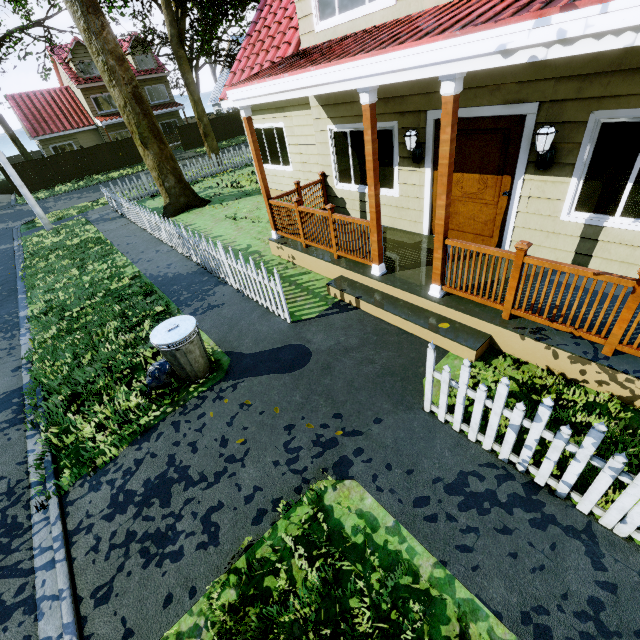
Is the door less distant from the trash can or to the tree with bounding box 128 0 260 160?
the trash can

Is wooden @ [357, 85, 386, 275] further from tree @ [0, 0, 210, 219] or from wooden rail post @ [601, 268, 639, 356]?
tree @ [0, 0, 210, 219]

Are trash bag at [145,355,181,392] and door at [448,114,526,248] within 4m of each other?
no

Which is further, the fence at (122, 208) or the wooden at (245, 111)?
the wooden at (245, 111)

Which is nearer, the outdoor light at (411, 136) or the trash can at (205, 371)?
the trash can at (205, 371)

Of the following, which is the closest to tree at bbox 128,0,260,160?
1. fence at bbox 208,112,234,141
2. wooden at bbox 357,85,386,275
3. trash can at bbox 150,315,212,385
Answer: fence at bbox 208,112,234,141

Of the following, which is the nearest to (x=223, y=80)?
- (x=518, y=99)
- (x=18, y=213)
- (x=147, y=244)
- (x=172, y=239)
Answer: (x=18, y=213)

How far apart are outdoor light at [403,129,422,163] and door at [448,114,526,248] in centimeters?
31cm
